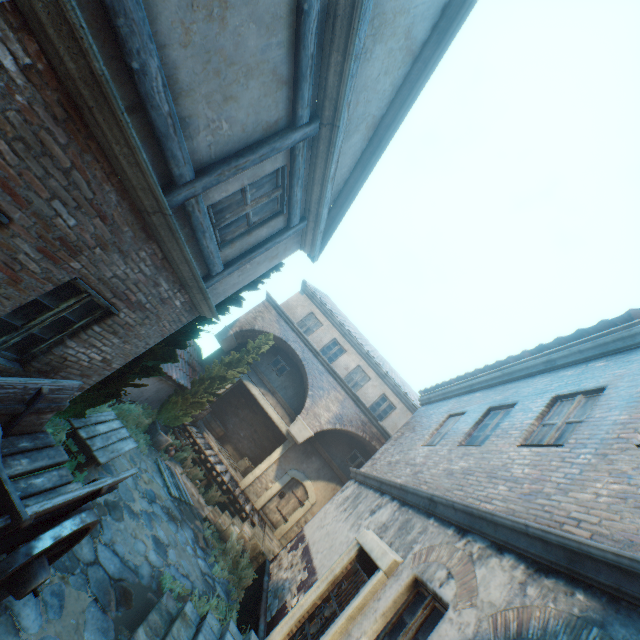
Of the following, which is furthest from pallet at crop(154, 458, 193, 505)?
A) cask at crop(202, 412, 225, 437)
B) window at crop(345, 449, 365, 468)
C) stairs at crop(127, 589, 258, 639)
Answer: window at crop(345, 449, 365, 468)

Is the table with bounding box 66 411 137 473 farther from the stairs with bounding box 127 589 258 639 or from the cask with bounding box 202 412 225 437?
the cask with bounding box 202 412 225 437

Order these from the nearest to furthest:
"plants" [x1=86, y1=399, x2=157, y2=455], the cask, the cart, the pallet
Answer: the cart, "plants" [x1=86, y1=399, x2=157, y2=455], the pallet, the cask

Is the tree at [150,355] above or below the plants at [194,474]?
above

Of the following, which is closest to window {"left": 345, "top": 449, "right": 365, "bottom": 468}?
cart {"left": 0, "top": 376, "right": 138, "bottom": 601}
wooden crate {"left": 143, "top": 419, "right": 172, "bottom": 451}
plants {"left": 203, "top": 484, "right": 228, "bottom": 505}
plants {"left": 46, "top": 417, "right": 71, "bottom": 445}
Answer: plants {"left": 203, "top": 484, "right": 228, "bottom": 505}

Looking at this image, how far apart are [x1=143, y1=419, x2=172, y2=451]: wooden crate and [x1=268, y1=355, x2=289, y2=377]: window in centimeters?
588cm

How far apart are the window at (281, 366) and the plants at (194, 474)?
5.1 meters

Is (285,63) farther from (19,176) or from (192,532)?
(192,532)
